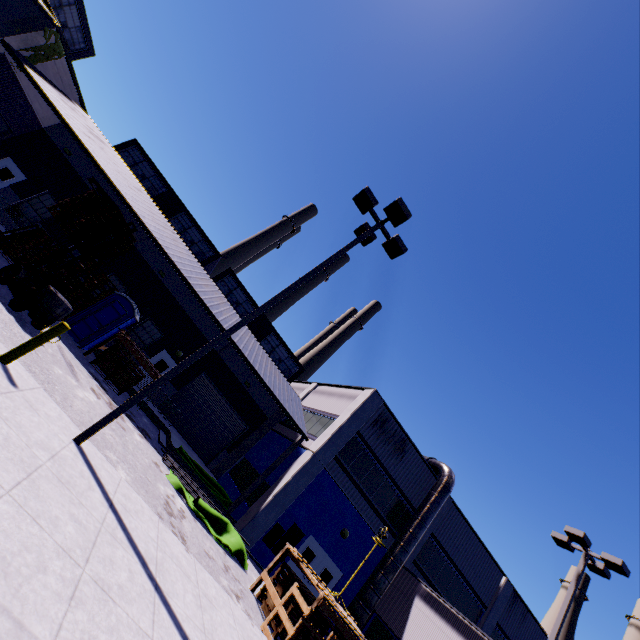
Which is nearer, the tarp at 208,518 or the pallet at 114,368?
the tarp at 208,518

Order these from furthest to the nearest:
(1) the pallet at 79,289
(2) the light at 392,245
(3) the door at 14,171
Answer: (3) the door at 14,171, (1) the pallet at 79,289, (2) the light at 392,245

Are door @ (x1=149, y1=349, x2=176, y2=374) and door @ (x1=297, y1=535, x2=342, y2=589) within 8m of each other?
no

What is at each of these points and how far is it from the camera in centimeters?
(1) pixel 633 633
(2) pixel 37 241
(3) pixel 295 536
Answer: A:
(1) smokestack, 3897cm
(2) pallet, 1554cm
(3) electrical box, 1562cm

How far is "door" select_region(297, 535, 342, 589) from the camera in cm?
1605

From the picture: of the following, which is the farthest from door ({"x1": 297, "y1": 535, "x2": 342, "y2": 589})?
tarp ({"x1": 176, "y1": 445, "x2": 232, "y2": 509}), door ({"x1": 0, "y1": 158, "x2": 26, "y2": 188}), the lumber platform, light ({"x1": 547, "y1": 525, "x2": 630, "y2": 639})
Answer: door ({"x1": 0, "y1": 158, "x2": 26, "y2": 188})

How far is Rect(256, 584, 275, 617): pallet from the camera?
9.9 meters

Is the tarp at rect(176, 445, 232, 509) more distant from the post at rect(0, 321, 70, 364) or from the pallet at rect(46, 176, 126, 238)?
the post at rect(0, 321, 70, 364)
